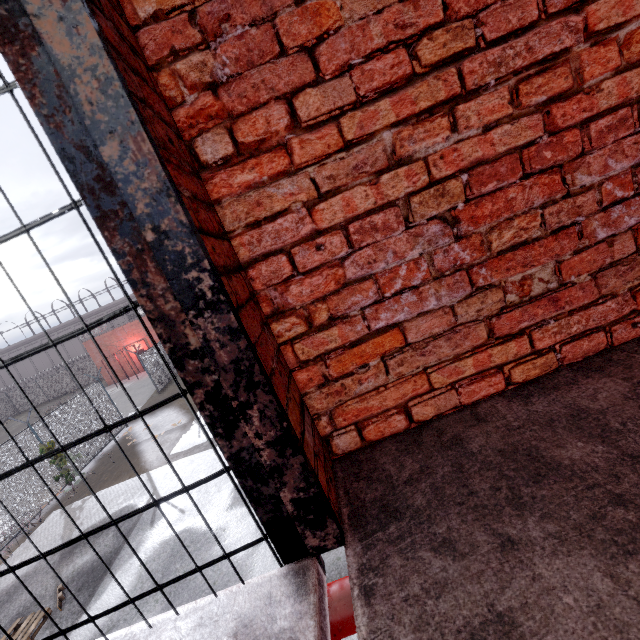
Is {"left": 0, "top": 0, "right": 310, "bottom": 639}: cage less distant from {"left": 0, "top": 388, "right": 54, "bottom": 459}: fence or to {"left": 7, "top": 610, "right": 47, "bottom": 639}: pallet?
{"left": 0, "top": 388, "right": 54, "bottom": 459}: fence

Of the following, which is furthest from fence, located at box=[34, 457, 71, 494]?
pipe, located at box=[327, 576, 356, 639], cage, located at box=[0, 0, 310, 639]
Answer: cage, located at box=[0, 0, 310, 639]

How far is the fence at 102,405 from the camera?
15.7 meters

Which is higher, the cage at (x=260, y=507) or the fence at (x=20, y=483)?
the cage at (x=260, y=507)

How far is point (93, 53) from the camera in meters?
0.7 m

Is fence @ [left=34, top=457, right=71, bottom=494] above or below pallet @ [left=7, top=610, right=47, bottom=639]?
above

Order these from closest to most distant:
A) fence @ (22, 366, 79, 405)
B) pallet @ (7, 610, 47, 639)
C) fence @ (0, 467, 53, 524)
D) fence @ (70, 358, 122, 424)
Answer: pallet @ (7, 610, 47, 639), fence @ (0, 467, 53, 524), fence @ (70, 358, 122, 424), fence @ (22, 366, 79, 405)

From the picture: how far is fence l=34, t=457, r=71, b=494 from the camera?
12.0 meters
